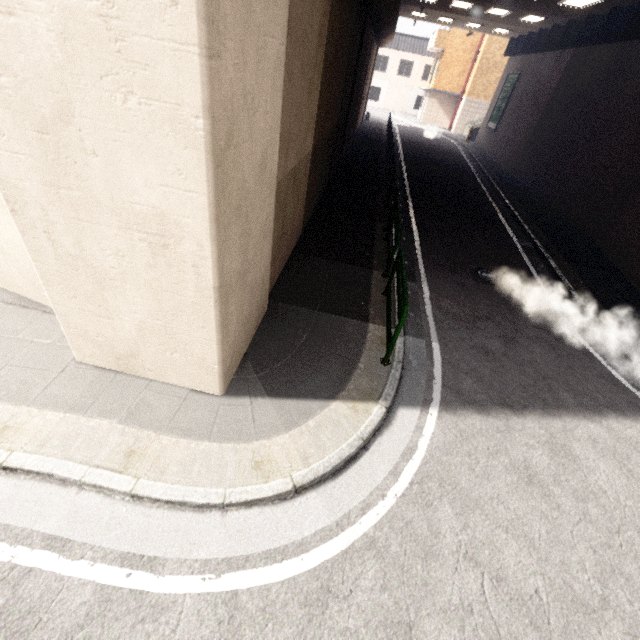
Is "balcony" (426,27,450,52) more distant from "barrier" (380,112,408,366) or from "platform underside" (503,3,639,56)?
"barrier" (380,112,408,366)

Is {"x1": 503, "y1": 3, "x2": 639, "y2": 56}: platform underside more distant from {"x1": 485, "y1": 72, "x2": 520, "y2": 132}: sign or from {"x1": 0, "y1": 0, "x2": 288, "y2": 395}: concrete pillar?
{"x1": 0, "y1": 0, "x2": 288, "y2": 395}: concrete pillar

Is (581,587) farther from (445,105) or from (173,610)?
(445,105)

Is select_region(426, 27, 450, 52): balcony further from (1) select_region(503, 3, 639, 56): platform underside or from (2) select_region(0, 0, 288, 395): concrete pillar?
(1) select_region(503, 3, 639, 56): platform underside

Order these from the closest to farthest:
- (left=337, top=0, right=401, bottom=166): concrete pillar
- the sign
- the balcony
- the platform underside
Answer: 1. (left=337, top=0, right=401, bottom=166): concrete pillar
2. the platform underside
3. the sign
4. the balcony

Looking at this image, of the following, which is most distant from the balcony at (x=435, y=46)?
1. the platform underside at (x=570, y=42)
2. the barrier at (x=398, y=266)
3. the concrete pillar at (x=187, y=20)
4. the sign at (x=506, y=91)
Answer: the barrier at (x=398, y=266)

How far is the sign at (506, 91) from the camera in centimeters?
2206cm

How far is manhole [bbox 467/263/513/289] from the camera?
7.98m
